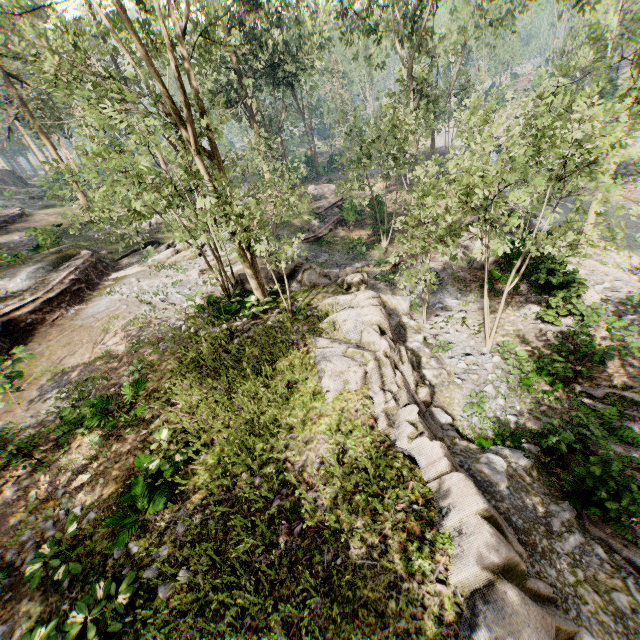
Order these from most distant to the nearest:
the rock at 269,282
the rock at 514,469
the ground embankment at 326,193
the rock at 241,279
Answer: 1. the ground embankment at 326,193
2. the rock at 241,279
3. the rock at 269,282
4. the rock at 514,469

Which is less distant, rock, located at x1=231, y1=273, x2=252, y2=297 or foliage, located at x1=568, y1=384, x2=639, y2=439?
foliage, located at x1=568, y1=384, x2=639, y2=439

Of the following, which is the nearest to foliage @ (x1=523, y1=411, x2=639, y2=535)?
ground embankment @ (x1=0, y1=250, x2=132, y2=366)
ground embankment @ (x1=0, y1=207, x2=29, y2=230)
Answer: ground embankment @ (x1=0, y1=250, x2=132, y2=366)

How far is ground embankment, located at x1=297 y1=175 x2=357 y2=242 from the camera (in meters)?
26.74

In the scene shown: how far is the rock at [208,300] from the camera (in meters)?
15.49

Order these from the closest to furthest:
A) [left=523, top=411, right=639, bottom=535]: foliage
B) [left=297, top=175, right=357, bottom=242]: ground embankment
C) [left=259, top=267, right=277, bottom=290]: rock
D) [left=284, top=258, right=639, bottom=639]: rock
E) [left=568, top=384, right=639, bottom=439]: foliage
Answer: [left=284, top=258, right=639, bottom=639]: rock → [left=523, top=411, right=639, bottom=535]: foliage → [left=568, top=384, right=639, bottom=439]: foliage → [left=259, top=267, right=277, bottom=290]: rock → [left=297, top=175, right=357, bottom=242]: ground embankment

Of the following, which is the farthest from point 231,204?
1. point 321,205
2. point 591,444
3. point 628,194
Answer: point 628,194
